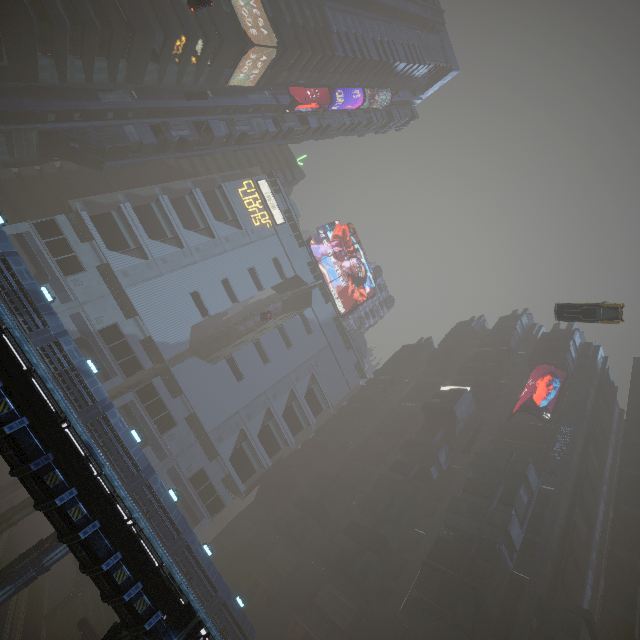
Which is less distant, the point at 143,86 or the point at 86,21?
the point at 86,21

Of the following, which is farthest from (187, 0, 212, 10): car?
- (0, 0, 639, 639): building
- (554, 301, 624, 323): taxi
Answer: (554, 301, 624, 323): taxi

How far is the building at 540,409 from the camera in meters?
52.3 m

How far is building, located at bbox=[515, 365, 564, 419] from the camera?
52.3m

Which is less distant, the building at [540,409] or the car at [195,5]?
the car at [195,5]

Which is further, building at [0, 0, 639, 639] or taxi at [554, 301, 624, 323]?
building at [0, 0, 639, 639]

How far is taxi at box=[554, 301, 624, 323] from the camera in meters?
25.0 m

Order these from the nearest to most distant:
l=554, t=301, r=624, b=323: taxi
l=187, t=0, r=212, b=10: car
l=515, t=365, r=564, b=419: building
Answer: l=187, t=0, r=212, b=10: car < l=554, t=301, r=624, b=323: taxi < l=515, t=365, r=564, b=419: building
